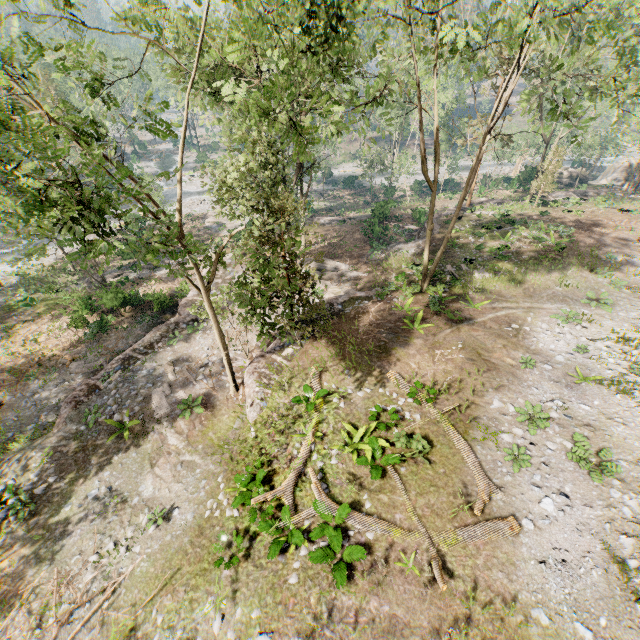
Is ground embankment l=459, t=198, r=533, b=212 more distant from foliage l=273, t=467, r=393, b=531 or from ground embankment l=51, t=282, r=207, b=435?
ground embankment l=51, t=282, r=207, b=435

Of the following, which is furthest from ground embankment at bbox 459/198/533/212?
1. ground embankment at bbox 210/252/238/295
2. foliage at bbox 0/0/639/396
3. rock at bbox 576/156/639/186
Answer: ground embankment at bbox 210/252/238/295

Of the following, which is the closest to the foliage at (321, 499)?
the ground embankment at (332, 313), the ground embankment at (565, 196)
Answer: the ground embankment at (332, 313)

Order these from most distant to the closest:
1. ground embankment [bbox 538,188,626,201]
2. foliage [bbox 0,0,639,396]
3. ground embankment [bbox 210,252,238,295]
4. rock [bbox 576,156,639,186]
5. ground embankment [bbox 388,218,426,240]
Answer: rock [bbox 576,156,639,186] < ground embankment [bbox 538,188,626,201] < ground embankment [bbox 388,218,426,240] < ground embankment [bbox 210,252,238,295] < foliage [bbox 0,0,639,396]

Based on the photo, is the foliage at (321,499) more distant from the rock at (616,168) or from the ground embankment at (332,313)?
the rock at (616,168)

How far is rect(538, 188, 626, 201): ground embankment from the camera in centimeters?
3528cm

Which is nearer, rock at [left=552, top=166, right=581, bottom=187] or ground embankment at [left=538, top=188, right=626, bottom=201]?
ground embankment at [left=538, top=188, right=626, bottom=201]

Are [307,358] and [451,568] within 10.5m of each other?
yes
